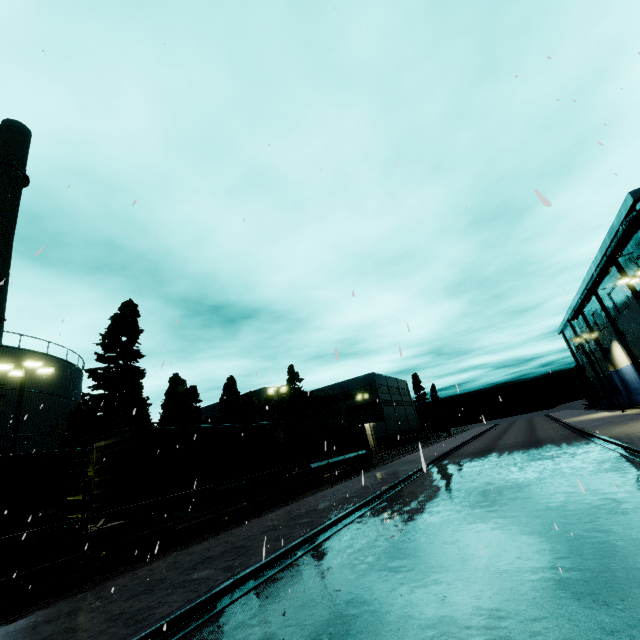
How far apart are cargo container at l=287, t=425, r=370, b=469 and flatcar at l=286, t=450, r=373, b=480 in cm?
2

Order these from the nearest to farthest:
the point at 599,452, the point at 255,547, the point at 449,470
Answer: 1. the point at 255,547
2. the point at 599,452
3. the point at 449,470

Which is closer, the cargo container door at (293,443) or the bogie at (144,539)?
the bogie at (144,539)

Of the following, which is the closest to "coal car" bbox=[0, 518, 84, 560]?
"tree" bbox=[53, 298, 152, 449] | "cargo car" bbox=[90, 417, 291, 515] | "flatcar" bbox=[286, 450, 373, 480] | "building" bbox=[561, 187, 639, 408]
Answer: "cargo car" bbox=[90, 417, 291, 515]

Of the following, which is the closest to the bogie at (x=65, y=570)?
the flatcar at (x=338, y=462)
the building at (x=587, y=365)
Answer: the flatcar at (x=338, y=462)

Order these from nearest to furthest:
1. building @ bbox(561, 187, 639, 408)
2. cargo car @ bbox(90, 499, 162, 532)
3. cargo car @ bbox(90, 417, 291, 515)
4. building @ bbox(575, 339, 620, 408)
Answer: cargo car @ bbox(90, 499, 162, 532)
cargo car @ bbox(90, 417, 291, 515)
building @ bbox(561, 187, 639, 408)
building @ bbox(575, 339, 620, 408)

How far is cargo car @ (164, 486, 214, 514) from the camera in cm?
1413
